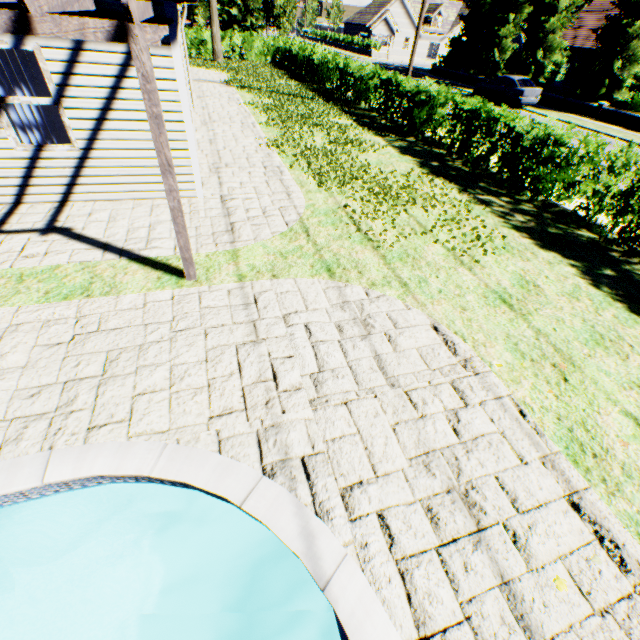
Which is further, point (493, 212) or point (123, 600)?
point (493, 212)

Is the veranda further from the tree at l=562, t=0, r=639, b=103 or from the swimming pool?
the tree at l=562, t=0, r=639, b=103

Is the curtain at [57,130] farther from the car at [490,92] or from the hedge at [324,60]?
the car at [490,92]

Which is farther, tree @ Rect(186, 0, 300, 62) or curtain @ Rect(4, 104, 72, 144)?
tree @ Rect(186, 0, 300, 62)

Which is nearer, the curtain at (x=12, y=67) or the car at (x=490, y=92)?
the curtain at (x=12, y=67)

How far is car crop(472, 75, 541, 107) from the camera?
21.1 meters

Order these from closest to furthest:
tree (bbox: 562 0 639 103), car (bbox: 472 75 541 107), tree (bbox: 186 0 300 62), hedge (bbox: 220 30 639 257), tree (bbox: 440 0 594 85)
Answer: hedge (bbox: 220 30 639 257)
tree (bbox: 562 0 639 103)
car (bbox: 472 75 541 107)
tree (bbox: 440 0 594 85)
tree (bbox: 186 0 300 62)

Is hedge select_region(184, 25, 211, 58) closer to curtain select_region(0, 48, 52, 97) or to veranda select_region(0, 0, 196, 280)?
veranda select_region(0, 0, 196, 280)
